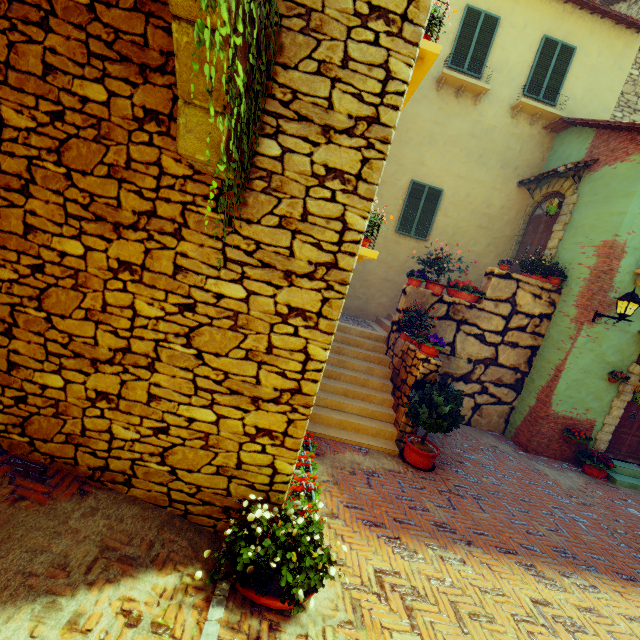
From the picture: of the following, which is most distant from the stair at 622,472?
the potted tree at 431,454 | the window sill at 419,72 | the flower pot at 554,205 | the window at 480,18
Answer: the window at 480,18

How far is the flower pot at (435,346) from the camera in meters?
6.4 m

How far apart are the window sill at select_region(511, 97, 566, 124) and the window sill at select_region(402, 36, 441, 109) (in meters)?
6.89

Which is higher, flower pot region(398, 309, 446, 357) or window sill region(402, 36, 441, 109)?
window sill region(402, 36, 441, 109)

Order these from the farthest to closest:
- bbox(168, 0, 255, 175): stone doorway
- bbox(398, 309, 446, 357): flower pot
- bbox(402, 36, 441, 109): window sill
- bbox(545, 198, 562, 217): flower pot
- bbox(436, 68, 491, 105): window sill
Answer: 1. bbox(436, 68, 491, 105): window sill
2. bbox(545, 198, 562, 217): flower pot
3. bbox(398, 309, 446, 357): flower pot
4. bbox(402, 36, 441, 109): window sill
5. bbox(168, 0, 255, 175): stone doorway

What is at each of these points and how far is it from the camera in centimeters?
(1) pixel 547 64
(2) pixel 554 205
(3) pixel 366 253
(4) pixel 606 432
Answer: (1) window, 967cm
(2) flower pot, 848cm
(3) window sill, 423cm
(4) stone doorway, 816cm

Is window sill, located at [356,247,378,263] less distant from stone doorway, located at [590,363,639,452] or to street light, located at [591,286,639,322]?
street light, located at [591,286,639,322]

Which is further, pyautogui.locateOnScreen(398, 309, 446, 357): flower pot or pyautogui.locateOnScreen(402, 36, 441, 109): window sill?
pyautogui.locateOnScreen(398, 309, 446, 357): flower pot
